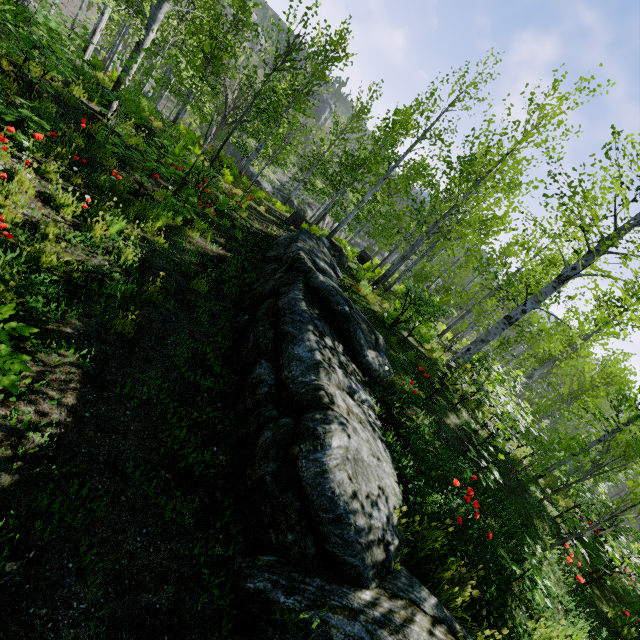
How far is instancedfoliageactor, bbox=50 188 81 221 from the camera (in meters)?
4.38

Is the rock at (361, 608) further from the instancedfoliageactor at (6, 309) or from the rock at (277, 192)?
the rock at (277, 192)

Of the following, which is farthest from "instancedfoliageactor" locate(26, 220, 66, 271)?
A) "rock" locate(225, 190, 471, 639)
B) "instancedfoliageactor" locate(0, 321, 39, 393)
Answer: "instancedfoliageactor" locate(0, 321, 39, 393)

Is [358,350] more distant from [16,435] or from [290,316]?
[16,435]

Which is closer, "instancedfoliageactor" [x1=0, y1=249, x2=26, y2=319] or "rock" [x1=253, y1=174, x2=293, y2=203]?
"instancedfoliageactor" [x1=0, y1=249, x2=26, y2=319]

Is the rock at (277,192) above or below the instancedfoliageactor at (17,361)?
below

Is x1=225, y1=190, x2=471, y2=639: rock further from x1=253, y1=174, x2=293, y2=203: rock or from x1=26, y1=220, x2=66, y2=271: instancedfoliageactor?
x1=253, y1=174, x2=293, y2=203: rock
